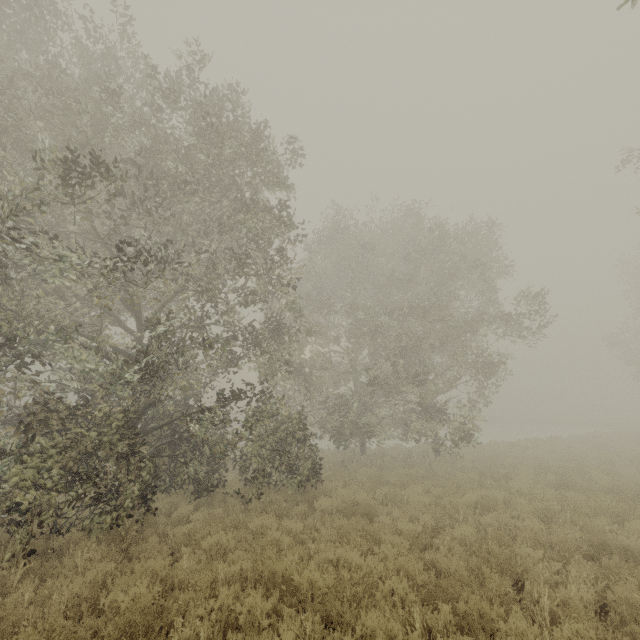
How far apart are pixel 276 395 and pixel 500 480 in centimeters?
1288cm
